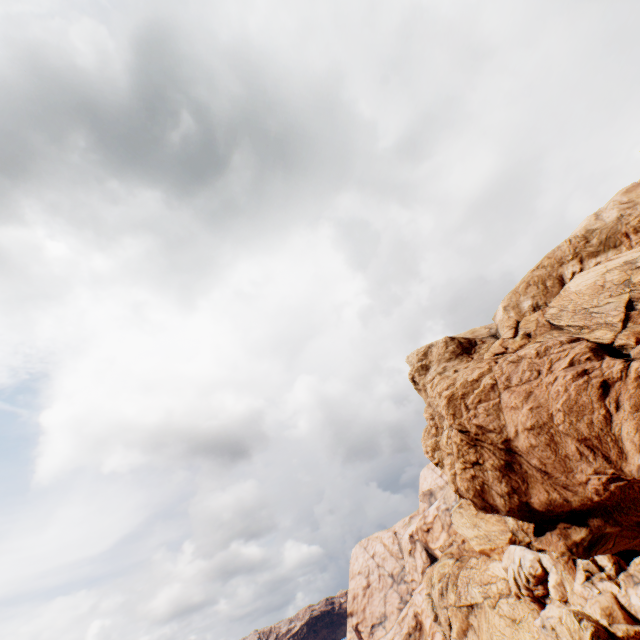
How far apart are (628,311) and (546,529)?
18.6m
